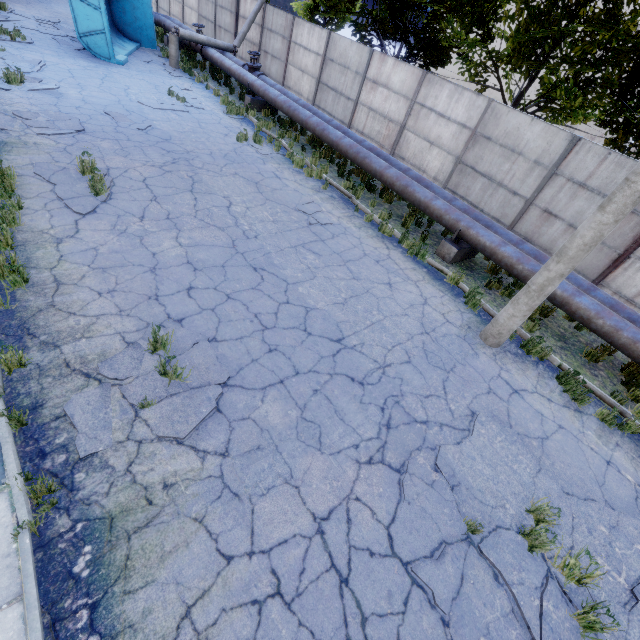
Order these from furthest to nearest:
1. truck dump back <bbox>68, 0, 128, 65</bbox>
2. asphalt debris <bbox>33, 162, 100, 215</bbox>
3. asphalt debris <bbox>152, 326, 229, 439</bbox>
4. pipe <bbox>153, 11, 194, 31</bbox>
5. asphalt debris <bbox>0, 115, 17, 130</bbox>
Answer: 1. pipe <bbox>153, 11, 194, 31</bbox>
2. truck dump back <bbox>68, 0, 128, 65</bbox>
3. asphalt debris <bbox>0, 115, 17, 130</bbox>
4. asphalt debris <bbox>33, 162, 100, 215</bbox>
5. asphalt debris <bbox>152, 326, 229, 439</bbox>

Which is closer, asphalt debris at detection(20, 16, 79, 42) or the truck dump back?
the truck dump back

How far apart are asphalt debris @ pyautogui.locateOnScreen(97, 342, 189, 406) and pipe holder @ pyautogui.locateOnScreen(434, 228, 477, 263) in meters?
7.3 m

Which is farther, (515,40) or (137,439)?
(515,40)

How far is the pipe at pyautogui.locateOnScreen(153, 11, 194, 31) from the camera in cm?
1950

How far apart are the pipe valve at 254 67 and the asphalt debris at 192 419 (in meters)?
15.88

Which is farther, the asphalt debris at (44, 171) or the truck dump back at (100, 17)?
the truck dump back at (100, 17)

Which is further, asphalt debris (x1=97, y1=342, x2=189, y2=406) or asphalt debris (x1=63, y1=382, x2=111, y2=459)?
asphalt debris (x1=97, y1=342, x2=189, y2=406)
